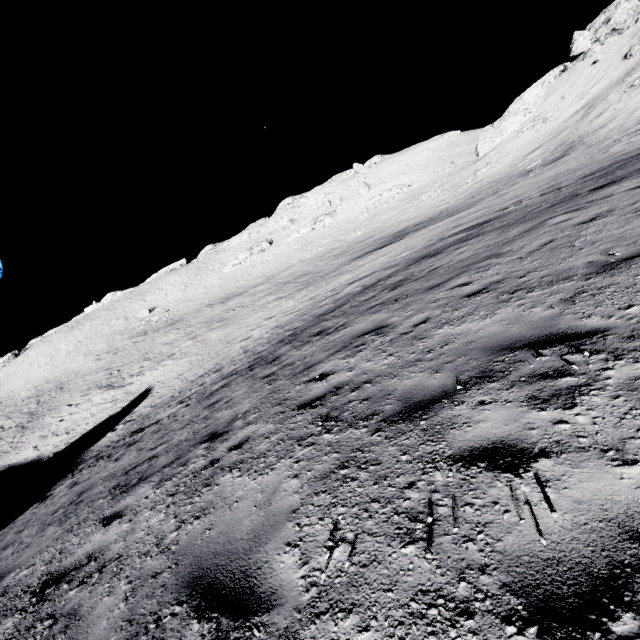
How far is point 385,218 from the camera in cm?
5578
